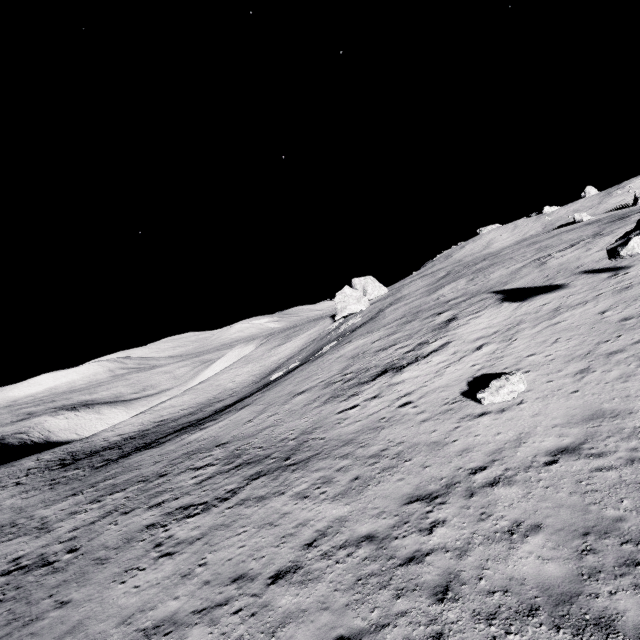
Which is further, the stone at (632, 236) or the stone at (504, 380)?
the stone at (632, 236)

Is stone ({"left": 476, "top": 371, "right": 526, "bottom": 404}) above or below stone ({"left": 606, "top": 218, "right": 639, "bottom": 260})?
below

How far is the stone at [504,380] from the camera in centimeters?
1214cm

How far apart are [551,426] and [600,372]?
3.40m

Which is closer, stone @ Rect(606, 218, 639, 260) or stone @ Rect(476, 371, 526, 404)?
stone @ Rect(476, 371, 526, 404)

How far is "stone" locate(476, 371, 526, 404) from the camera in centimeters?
1214cm
